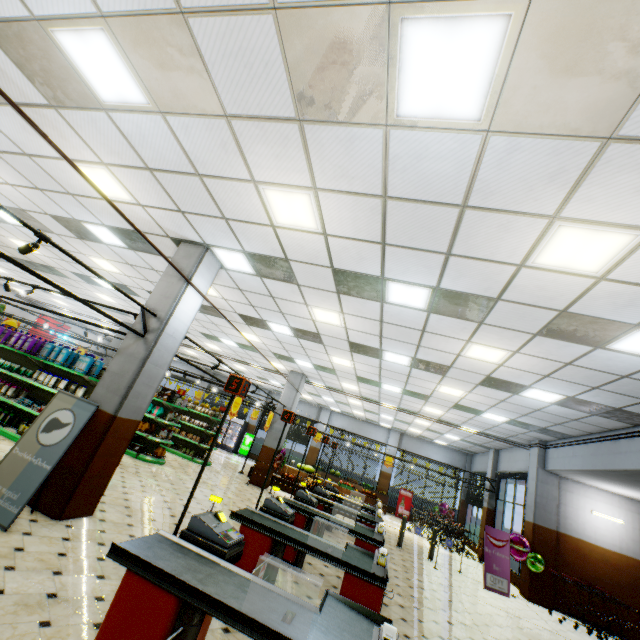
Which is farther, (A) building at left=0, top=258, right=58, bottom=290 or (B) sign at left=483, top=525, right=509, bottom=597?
(A) building at left=0, top=258, right=58, bottom=290

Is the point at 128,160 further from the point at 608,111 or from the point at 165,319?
the point at 608,111

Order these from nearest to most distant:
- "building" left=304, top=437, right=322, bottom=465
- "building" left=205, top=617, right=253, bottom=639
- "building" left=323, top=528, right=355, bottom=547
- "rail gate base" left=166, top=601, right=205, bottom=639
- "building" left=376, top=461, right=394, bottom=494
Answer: "rail gate base" left=166, top=601, right=205, bottom=639 → "building" left=205, top=617, right=253, bottom=639 → "building" left=323, top=528, right=355, bottom=547 → "building" left=376, top=461, right=394, bottom=494 → "building" left=304, top=437, right=322, bottom=465

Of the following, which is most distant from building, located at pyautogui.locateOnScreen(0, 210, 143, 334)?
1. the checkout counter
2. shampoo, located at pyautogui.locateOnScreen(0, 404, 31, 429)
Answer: shampoo, located at pyautogui.locateOnScreen(0, 404, 31, 429)

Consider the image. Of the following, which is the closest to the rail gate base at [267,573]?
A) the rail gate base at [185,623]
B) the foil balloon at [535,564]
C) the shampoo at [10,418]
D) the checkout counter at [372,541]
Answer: the checkout counter at [372,541]

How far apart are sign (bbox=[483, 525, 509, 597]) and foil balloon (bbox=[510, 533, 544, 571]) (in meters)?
0.09

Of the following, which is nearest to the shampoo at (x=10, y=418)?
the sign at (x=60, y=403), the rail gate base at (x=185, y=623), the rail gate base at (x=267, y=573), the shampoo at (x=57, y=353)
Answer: the shampoo at (x=57, y=353)

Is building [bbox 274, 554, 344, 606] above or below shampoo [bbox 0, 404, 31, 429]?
below
